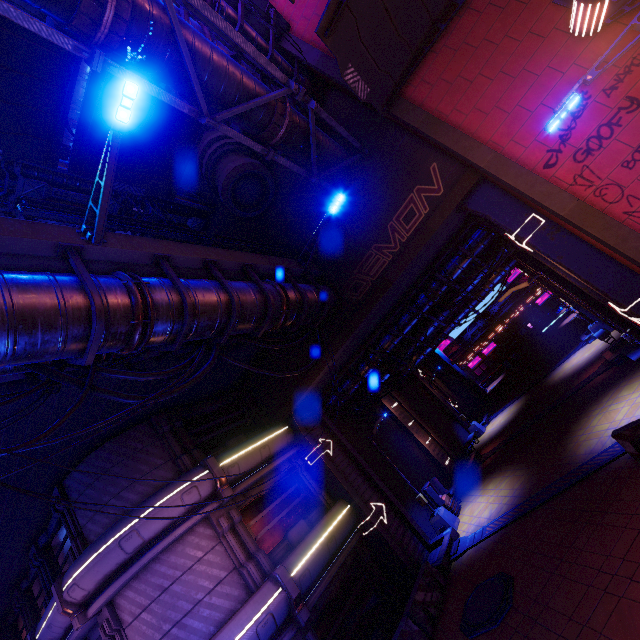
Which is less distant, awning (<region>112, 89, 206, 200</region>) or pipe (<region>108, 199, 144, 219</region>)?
awning (<region>112, 89, 206, 200</region>)

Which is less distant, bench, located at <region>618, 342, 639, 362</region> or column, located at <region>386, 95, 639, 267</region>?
column, located at <region>386, 95, 639, 267</region>

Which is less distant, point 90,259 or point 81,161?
point 90,259

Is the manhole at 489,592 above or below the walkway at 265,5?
below

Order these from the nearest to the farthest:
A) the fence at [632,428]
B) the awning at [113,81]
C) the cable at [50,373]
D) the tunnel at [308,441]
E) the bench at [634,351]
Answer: the cable at [50,373]
the fence at [632,428]
the awning at [113,81]
the bench at [634,351]
the tunnel at [308,441]

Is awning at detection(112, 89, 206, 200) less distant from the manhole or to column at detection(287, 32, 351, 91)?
column at detection(287, 32, 351, 91)

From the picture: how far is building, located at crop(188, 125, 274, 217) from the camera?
14.21m

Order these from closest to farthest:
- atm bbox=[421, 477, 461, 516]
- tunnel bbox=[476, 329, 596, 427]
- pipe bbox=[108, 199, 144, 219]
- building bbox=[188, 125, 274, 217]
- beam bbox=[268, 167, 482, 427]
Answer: beam bbox=[268, 167, 482, 427] → building bbox=[188, 125, 274, 217] → pipe bbox=[108, 199, 144, 219] → atm bbox=[421, 477, 461, 516] → tunnel bbox=[476, 329, 596, 427]
